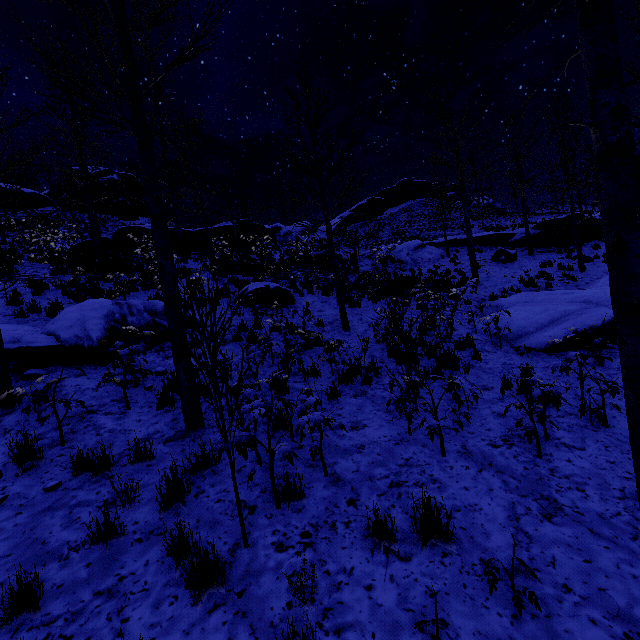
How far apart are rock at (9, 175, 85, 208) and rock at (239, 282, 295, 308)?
28.1m

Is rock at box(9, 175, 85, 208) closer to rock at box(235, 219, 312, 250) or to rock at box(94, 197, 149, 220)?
rock at box(94, 197, 149, 220)

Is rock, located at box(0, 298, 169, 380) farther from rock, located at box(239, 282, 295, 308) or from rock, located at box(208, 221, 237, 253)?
rock, located at box(208, 221, 237, 253)

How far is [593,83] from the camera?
2.5 meters

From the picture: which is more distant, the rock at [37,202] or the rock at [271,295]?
the rock at [37,202]

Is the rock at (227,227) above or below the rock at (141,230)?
above

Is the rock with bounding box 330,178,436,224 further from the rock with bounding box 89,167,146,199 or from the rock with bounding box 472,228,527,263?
the rock with bounding box 89,167,146,199

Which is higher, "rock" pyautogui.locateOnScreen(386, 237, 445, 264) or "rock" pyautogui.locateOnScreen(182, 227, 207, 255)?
"rock" pyautogui.locateOnScreen(182, 227, 207, 255)
